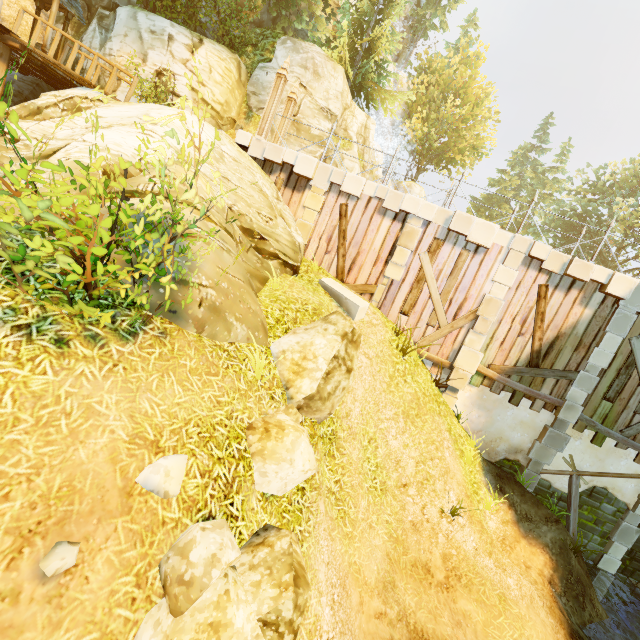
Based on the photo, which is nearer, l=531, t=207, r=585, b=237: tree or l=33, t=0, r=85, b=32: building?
l=33, t=0, r=85, b=32: building

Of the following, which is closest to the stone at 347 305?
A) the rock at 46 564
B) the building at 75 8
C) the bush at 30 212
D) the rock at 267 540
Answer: the bush at 30 212

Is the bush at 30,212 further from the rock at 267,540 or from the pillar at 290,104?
the pillar at 290,104

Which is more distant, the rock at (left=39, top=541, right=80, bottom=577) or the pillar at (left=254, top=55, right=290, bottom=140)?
the pillar at (left=254, top=55, right=290, bottom=140)

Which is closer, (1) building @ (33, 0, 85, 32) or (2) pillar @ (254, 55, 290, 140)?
(2) pillar @ (254, 55, 290, 140)

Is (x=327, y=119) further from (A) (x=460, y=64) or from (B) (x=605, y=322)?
(A) (x=460, y=64)

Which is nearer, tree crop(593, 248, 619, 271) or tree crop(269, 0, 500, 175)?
tree crop(269, 0, 500, 175)

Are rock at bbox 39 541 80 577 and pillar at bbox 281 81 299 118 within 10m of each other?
no
